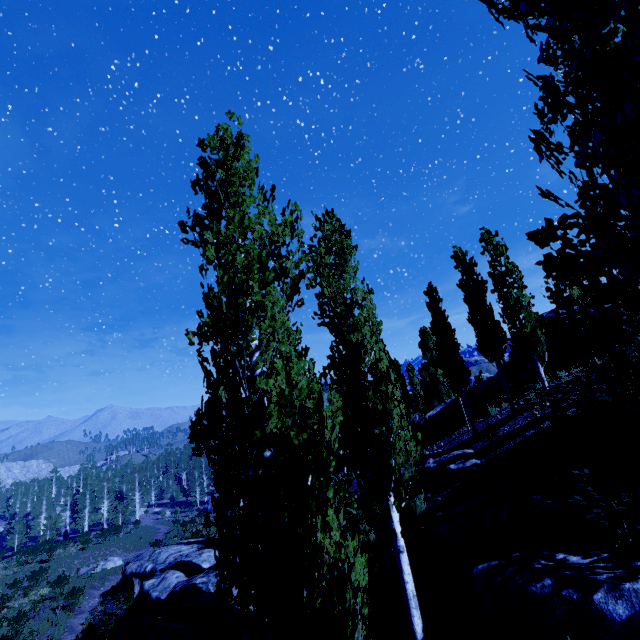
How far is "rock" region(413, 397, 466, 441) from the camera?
18.97m

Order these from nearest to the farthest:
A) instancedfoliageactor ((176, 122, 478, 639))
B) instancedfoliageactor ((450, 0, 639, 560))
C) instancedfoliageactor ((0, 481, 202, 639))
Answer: instancedfoliageactor ((450, 0, 639, 560)), instancedfoliageactor ((176, 122, 478, 639)), instancedfoliageactor ((0, 481, 202, 639))

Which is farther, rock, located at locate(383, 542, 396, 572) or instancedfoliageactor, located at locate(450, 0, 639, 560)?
rock, located at locate(383, 542, 396, 572)

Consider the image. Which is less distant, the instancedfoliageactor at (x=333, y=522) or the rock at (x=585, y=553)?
the instancedfoliageactor at (x=333, y=522)

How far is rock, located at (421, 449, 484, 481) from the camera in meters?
11.4

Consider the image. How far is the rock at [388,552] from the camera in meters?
9.5 m

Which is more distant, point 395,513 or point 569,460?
point 569,460

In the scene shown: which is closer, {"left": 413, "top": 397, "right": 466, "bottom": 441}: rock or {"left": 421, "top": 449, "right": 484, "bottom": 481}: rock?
{"left": 421, "top": 449, "right": 484, "bottom": 481}: rock
